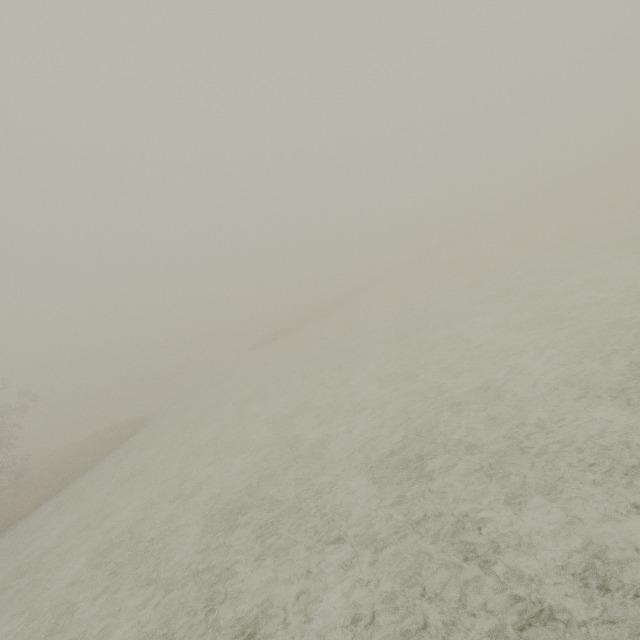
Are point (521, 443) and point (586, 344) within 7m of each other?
yes
